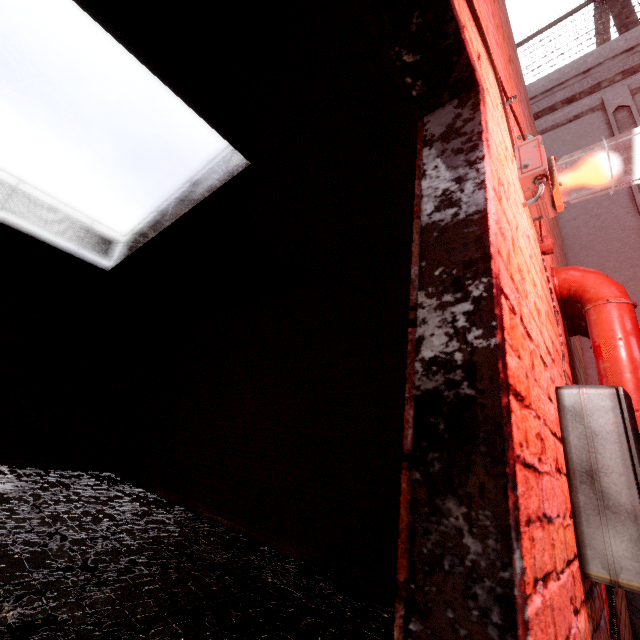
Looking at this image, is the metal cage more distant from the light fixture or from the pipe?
the light fixture

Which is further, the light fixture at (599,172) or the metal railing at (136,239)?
the metal railing at (136,239)

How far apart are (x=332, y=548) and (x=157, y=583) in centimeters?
227cm

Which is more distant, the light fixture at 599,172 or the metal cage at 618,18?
the metal cage at 618,18

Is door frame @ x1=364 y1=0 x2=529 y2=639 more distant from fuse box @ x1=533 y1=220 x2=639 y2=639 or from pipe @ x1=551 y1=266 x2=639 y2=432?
pipe @ x1=551 y1=266 x2=639 y2=432

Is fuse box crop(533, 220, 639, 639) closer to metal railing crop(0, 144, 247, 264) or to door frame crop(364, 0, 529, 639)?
door frame crop(364, 0, 529, 639)

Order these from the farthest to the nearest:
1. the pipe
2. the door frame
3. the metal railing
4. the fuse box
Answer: the metal railing < the pipe < the fuse box < the door frame

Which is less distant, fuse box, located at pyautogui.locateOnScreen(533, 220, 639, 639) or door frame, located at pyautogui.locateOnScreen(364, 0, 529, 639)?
door frame, located at pyautogui.locateOnScreen(364, 0, 529, 639)
